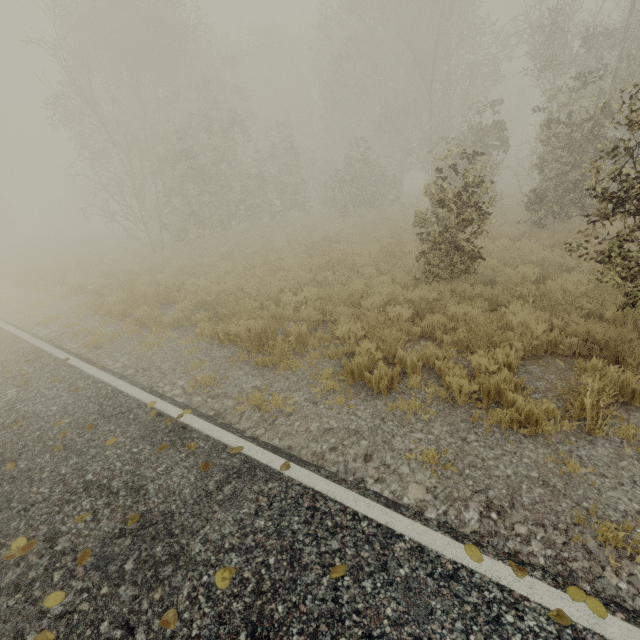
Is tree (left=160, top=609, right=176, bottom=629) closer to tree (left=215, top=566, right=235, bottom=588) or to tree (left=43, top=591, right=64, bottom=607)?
tree (left=215, top=566, right=235, bottom=588)

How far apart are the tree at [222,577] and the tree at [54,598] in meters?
1.2 m

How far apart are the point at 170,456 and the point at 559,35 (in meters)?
19.62

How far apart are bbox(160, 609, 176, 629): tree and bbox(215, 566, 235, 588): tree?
0.29m

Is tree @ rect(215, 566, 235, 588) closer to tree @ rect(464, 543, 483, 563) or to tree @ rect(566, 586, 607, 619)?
tree @ rect(566, 586, 607, 619)

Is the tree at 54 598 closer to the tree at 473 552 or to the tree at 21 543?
the tree at 21 543

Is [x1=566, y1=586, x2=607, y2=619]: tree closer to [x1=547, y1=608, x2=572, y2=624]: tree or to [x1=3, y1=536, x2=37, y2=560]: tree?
[x1=3, y1=536, x2=37, y2=560]: tree
